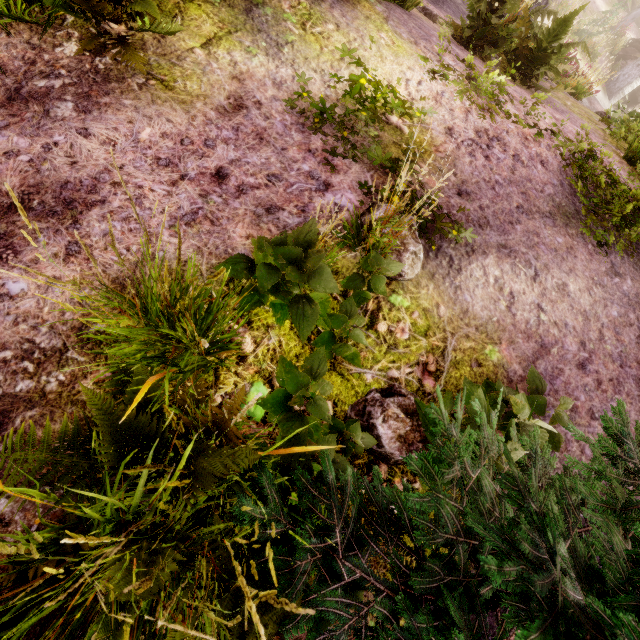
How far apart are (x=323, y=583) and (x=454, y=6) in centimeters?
1316cm

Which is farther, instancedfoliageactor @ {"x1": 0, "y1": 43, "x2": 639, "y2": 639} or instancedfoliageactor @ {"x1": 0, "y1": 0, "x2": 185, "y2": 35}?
→ instancedfoliageactor @ {"x1": 0, "y1": 0, "x2": 185, "y2": 35}

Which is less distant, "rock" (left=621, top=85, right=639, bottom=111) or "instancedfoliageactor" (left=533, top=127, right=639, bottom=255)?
"instancedfoliageactor" (left=533, top=127, right=639, bottom=255)

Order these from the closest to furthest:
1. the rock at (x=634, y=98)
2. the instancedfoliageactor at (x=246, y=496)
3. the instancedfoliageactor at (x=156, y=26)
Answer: the instancedfoliageactor at (x=246, y=496), the instancedfoliageactor at (x=156, y=26), the rock at (x=634, y=98)

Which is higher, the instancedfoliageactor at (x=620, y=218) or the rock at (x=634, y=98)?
the instancedfoliageactor at (x=620, y=218)
